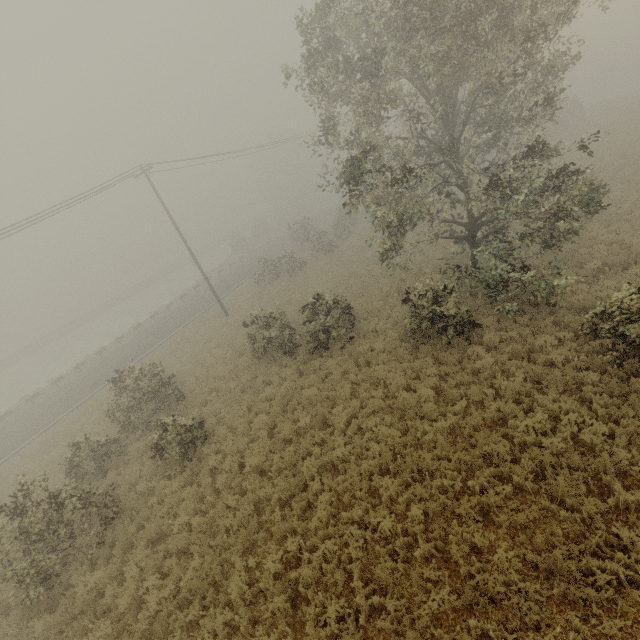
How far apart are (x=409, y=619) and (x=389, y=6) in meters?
15.1
